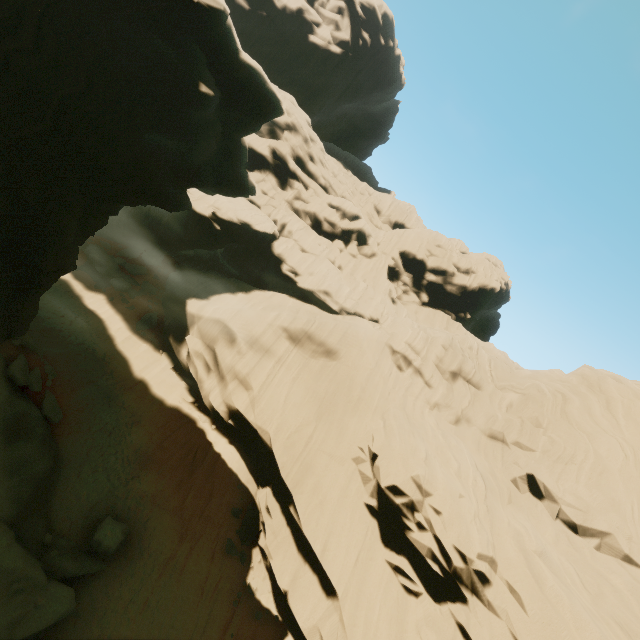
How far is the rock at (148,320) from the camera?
24.9m

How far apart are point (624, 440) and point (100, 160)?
30.23m

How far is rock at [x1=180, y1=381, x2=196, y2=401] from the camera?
22.44m

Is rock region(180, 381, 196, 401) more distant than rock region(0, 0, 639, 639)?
Yes
